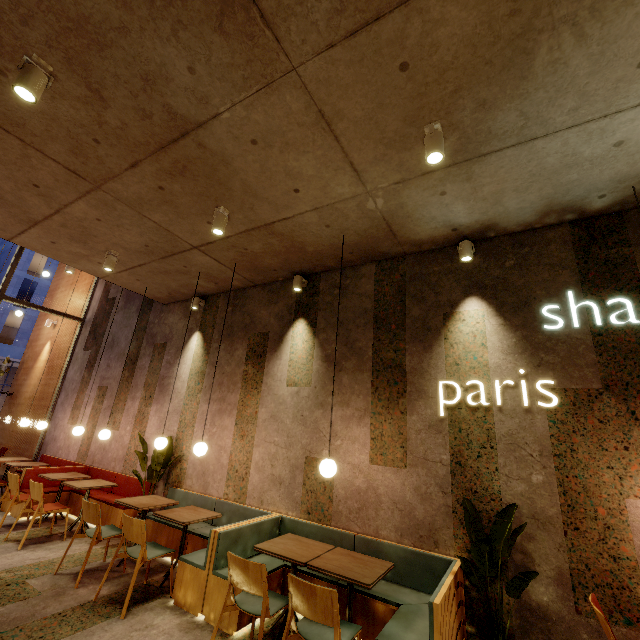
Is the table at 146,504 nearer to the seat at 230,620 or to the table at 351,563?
the seat at 230,620

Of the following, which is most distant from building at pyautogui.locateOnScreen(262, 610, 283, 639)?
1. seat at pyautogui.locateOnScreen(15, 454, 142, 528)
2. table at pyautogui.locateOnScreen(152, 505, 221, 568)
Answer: table at pyautogui.locateOnScreen(152, 505, 221, 568)

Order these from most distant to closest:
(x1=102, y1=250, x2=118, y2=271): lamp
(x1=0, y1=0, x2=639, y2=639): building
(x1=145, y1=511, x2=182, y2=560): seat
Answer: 1. (x1=102, y1=250, x2=118, y2=271): lamp
2. (x1=145, y1=511, x2=182, y2=560): seat
3. (x1=0, y1=0, x2=639, y2=639): building

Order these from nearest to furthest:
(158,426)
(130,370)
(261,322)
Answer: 1. (261,322)
2. (158,426)
3. (130,370)

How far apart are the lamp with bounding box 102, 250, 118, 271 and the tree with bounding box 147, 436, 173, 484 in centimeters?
292cm

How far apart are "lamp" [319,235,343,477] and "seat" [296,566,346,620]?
1.0m

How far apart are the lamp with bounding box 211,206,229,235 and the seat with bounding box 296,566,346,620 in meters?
3.5 m

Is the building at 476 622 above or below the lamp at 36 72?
below
